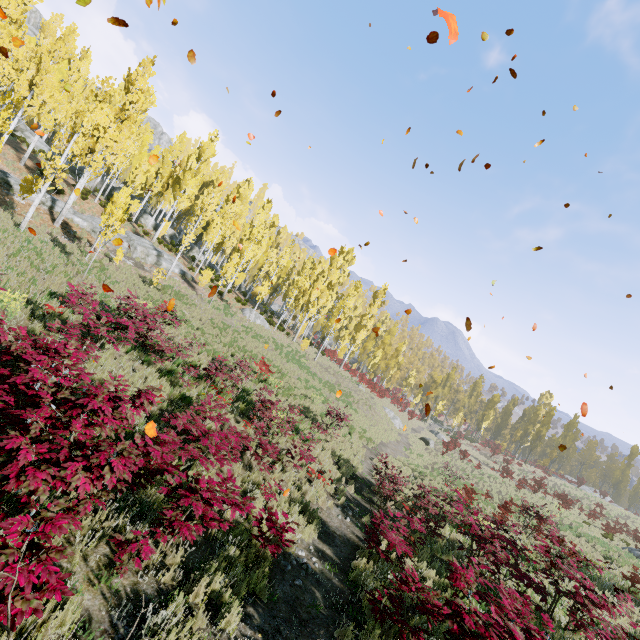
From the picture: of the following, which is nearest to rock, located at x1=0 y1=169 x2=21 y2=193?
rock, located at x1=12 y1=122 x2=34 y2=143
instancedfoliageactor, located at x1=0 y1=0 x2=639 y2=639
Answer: instancedfoliageactor, located at x1=0 y1=0 x2=639 y2=639

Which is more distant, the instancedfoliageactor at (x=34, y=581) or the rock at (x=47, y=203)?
the rock at (x=47, y=203)

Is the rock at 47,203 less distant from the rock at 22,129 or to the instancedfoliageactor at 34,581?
the instancedfoliageactor at 34,581

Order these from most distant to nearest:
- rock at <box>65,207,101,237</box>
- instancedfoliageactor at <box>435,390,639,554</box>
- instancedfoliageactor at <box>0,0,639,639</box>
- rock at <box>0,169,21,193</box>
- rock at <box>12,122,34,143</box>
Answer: rock at <box>12,122,34,143</box> < instancedfoliageactor at <box>435,390,639,554</box> < rock at <box>65,207,101,237</box> < rock at <box>0,169,21,193</box> < instancedfoliageactor at <box>0,0,639,639</box>

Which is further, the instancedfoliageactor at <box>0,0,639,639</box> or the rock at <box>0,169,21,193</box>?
the rock at <box>0,169,21,193</box>

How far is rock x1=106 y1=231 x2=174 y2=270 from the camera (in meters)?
23.84

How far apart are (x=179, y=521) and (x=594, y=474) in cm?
7364
